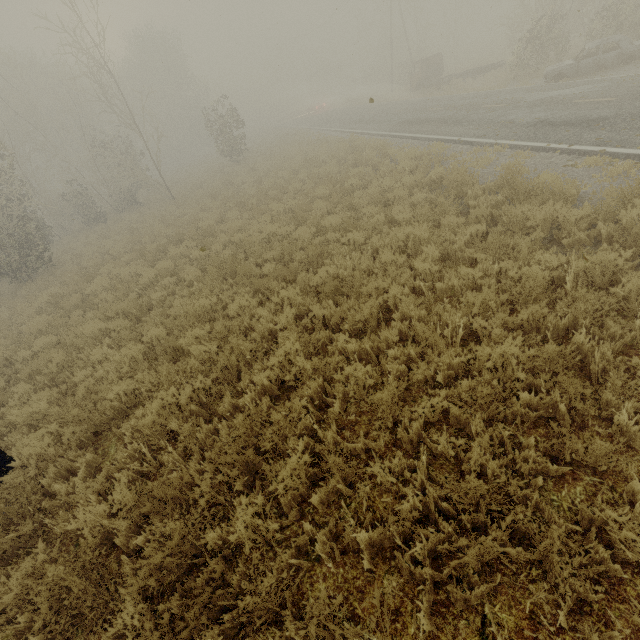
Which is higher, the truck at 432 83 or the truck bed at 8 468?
the truck at 432 83

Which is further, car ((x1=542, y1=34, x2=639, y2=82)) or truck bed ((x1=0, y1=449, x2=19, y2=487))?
car ((x1=542, y1=34, x2=639, y2=82))

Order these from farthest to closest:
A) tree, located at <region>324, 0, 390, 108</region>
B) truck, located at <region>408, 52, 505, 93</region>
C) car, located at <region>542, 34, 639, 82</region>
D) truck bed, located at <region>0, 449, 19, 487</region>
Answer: tree, located at <region>324, 0, 390, 108</region>, truck, located at <region>408, 52, 505, 93</region>, car, located at <region>542, 34, 639, 82</region>, truck bed, located at <region>0, 449, 19, 487</region>

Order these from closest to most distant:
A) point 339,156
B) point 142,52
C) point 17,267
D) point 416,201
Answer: point 416,201
point 17,267
point 339,156
point 142,52

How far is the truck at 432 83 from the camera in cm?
2448

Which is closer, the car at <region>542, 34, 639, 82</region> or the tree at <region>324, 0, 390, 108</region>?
the car at <region>542, 34, 639, 82</region>

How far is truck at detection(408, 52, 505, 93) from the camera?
24.48m

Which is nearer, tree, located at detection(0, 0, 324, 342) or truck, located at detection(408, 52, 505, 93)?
tree, located at detection(0, 0, 324, 342)
